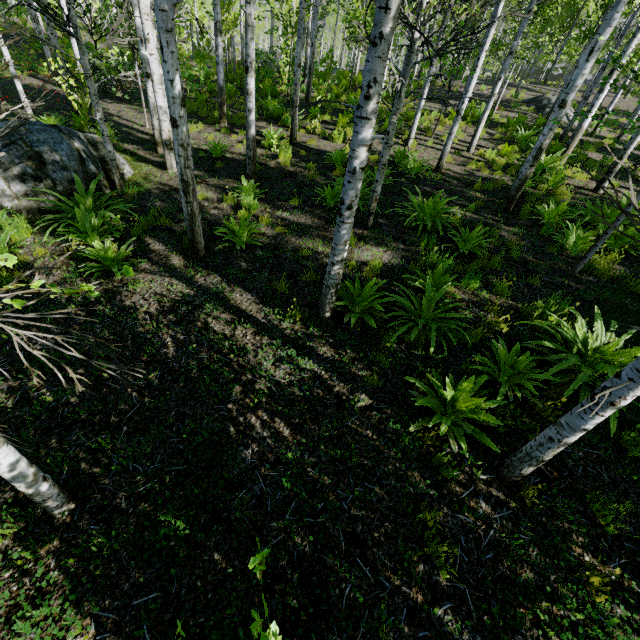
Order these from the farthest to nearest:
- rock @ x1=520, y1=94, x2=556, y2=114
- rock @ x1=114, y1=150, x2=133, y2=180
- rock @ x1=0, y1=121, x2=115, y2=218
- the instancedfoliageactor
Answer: rock @ x1=520, y1=94, x2=556, y2=114 → rock @ x1=114, y1=150, x2=133, y2=180 → rock @ x1=0, y1=121, x2=115, y2=218 → the instancedfoliageactor

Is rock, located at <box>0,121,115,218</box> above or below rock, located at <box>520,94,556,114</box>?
below

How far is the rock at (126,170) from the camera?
8.7 meters

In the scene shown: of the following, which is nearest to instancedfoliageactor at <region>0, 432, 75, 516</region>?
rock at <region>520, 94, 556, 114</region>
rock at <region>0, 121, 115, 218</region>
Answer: rock at <region>0, 121, 115, 218</region>

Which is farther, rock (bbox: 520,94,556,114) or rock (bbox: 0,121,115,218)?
rock (bbox: 520,94,556,114)

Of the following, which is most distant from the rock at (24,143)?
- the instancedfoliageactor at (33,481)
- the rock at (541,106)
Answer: the rock at (541,106)

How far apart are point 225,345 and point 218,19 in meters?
11.6
